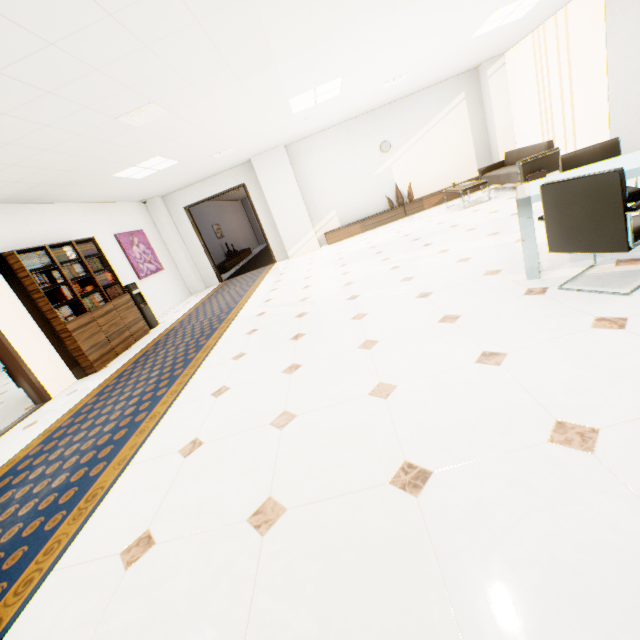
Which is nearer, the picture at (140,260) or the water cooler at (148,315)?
the water cooler at (148,315)

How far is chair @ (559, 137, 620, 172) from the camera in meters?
3.2

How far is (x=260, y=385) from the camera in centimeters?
294cm

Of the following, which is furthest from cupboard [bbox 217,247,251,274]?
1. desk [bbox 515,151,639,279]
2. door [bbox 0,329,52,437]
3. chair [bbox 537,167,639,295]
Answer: chair [bbox 537,167,639,295]

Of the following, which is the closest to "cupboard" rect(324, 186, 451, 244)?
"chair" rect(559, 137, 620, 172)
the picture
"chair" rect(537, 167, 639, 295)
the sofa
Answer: the sofa

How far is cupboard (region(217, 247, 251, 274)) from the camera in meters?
12.9

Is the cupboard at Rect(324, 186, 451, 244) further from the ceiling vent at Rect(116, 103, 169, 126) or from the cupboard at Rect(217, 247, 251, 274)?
the ceiling vent at Rect(116, 103, 169, 126)

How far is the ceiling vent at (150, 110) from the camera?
3.84m
